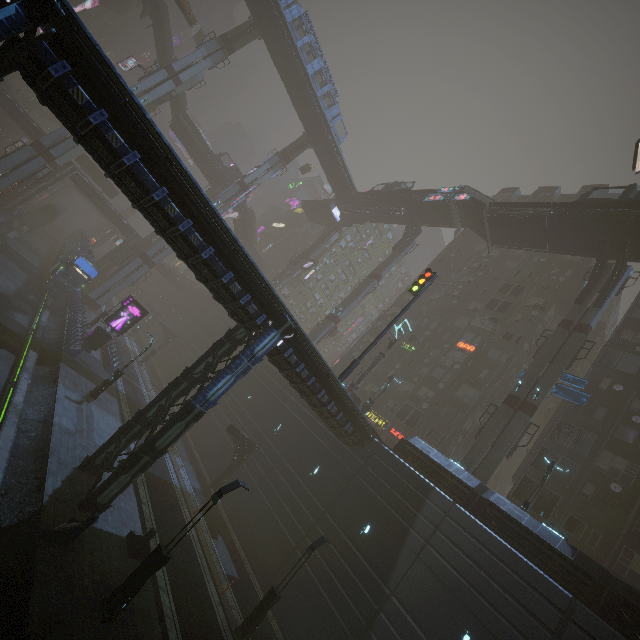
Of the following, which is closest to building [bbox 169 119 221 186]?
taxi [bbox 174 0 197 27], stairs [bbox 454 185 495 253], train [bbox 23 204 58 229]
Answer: taxi [bbox 174 0 197 27]

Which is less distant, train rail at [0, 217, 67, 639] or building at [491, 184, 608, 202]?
train rail at [0, 217, 67, 639]

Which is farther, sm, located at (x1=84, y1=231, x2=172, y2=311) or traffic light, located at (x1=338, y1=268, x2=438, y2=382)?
sm, located at (x1=84, y1=231, x2=172, y2=311)

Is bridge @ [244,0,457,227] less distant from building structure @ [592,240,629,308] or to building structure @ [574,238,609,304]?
building structure @ [574,238,609,304]

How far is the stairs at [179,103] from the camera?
51.6m

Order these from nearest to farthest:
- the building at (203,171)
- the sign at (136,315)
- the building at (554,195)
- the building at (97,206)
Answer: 1. the sign at (136,315)
2. the building at (554,195)
3. the building at (97,206)
4. the building at (203,171)

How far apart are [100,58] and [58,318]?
30.0m

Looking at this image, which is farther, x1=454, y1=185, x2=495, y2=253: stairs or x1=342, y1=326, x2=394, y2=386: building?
x1=342, y1=326, x2=394, y2=386: building
